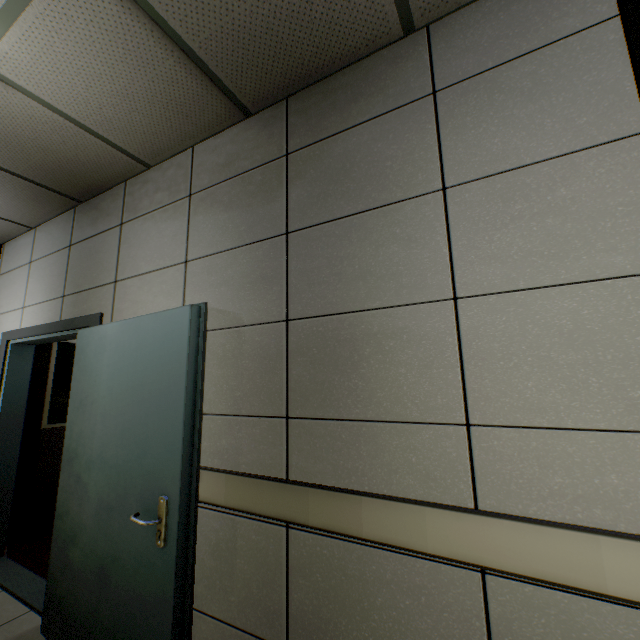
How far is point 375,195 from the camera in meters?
1.5

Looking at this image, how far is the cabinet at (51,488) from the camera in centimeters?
351cm

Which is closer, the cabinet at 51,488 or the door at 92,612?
the door at 92,612

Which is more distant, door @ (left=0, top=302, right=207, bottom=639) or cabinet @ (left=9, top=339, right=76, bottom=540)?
cabinet @ (left=9, top=339, right=76, bottom=540)

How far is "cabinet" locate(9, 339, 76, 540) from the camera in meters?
3.5 m
